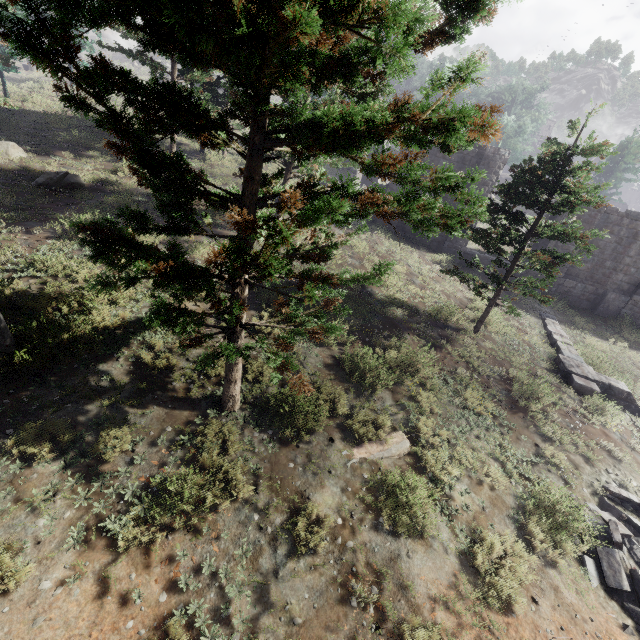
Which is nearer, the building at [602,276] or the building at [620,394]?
the building at [620,394]

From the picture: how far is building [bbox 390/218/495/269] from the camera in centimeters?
2069cm

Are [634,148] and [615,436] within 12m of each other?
no

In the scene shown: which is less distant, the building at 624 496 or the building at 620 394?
the building at 624 496

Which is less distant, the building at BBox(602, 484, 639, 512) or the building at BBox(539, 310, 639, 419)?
the building at BBox(602, 484, 639, 512)

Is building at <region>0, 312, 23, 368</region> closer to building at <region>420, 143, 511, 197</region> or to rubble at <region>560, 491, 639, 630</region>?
rubble at <region>560, 491, 639, 630</region>

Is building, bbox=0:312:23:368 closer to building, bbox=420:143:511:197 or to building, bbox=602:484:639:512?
building, bbox=420:143:511:197
